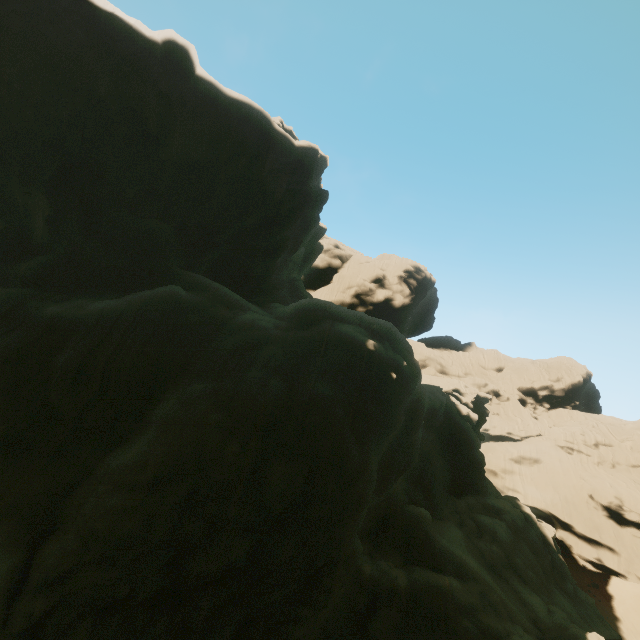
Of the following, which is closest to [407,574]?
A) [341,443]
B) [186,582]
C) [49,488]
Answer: [341,443]
